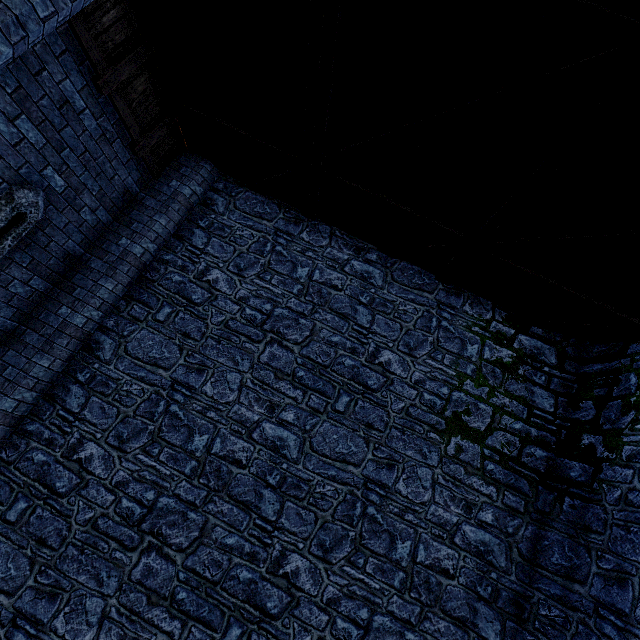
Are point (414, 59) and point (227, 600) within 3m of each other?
no
